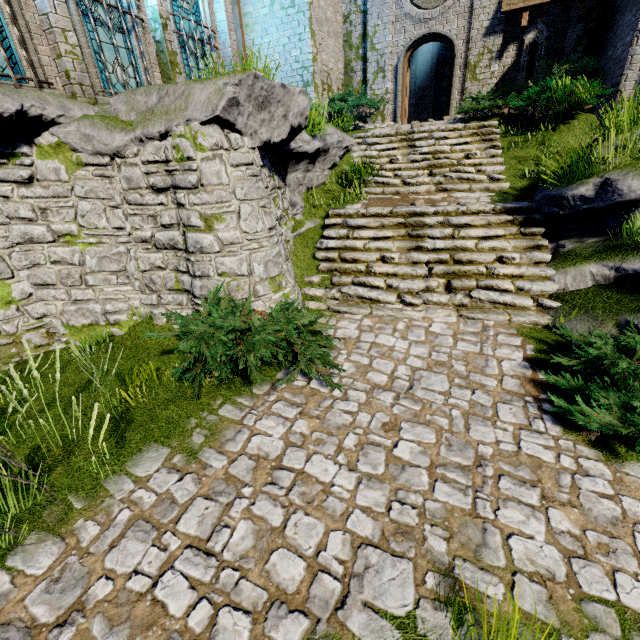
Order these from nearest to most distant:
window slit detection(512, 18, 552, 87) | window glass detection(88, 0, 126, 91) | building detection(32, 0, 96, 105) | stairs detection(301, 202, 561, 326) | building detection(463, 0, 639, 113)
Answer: stairs detection(301, 202, 561, 326) → building detection(32, 0, 96, 105) → window glass detection(88, 0, 126, 91) → building detection(463, 0, 639, 113) → window slit detection(512, 18, 552, 87)

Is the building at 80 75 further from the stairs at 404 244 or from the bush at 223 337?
the bush at 223 337

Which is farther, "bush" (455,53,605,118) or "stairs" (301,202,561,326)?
"bush" (455,53,605,118)

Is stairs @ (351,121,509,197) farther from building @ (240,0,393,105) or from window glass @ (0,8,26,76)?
window glass @ (0,8,26,76)

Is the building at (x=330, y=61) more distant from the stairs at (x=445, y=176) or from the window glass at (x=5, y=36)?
the stairs at (x=445, y=176)

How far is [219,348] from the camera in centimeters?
426cm

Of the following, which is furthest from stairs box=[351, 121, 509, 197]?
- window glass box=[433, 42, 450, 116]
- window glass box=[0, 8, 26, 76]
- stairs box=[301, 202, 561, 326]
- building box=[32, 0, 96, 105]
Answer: window glass box=[433, 42, 450, 116]

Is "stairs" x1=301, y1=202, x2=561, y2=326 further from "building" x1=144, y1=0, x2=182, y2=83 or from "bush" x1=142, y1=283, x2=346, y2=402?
"building" x1=144, y1=0, x2=182, y2=83
